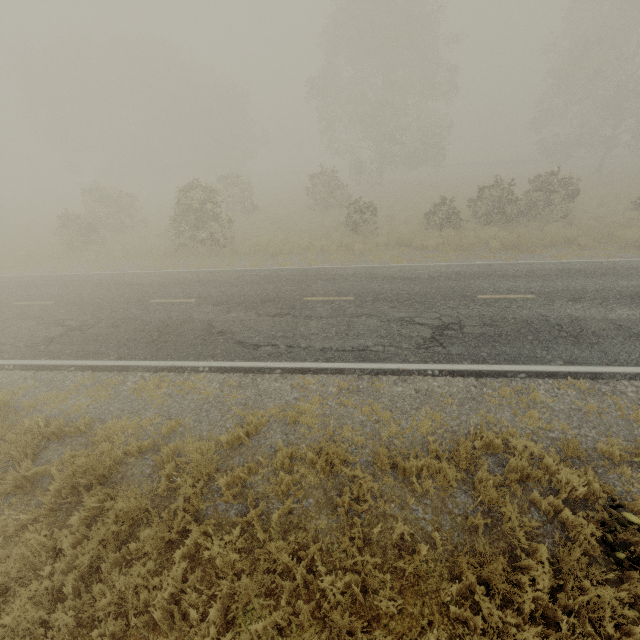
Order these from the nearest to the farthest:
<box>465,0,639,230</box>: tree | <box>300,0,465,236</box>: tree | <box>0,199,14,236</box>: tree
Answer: <box>465,0,639,230</box>: tree
<box>300,0,465,236</box>: tree
<box>0,199,14,236</box>: tree

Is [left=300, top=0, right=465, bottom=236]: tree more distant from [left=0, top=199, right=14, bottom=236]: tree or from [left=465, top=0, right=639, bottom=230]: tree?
[left=0, top=199, right=14, bottom=236]: tree

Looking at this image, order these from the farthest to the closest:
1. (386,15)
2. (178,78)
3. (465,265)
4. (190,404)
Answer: (178,78), (386,15), (465,265), (190,404)

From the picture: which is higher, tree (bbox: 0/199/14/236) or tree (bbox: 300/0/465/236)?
tree (bbox: 300/0/465/236)

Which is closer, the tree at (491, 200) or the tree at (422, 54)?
the tree at (491, 200)

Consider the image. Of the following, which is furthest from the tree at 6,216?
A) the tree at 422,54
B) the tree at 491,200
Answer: the tree at 491,200

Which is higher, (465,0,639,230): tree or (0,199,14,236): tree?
(465,0,639,230): tree

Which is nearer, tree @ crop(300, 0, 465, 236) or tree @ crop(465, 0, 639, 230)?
tree @ crop(465, 0, 639, 230)
